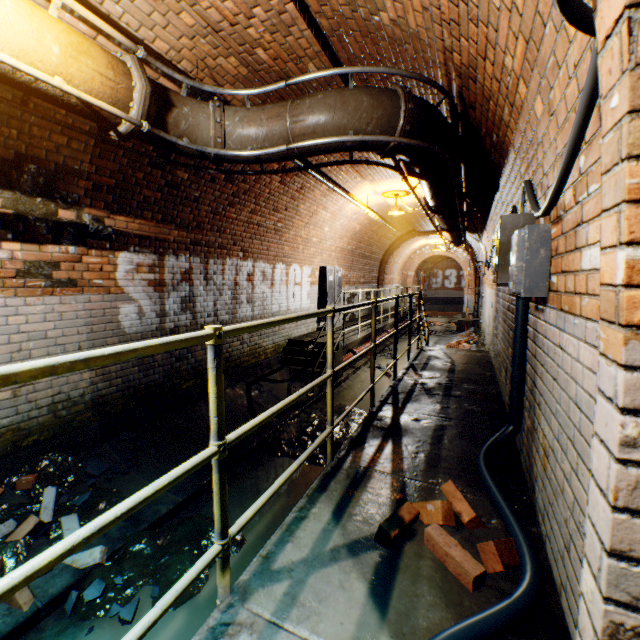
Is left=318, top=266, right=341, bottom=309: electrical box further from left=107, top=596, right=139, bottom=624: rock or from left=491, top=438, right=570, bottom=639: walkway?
left=107, top=596, right=139, bottom=624: rock

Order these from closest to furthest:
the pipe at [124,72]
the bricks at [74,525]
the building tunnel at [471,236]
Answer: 1. the pipe at [124,72]
2. the bricks at [74,525]
3. the building tunnel at [471,236]

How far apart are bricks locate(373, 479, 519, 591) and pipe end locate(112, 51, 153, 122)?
3.1m

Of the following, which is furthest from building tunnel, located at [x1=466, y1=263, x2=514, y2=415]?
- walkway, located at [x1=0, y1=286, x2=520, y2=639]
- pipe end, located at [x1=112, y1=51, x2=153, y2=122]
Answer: pipe end, located at [x1=112, y1=51, x2=153, y2=122]

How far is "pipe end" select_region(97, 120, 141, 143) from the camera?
2.4m

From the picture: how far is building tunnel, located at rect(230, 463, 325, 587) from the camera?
2.8m

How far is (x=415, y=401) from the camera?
3.9m

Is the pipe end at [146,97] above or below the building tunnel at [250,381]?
above
